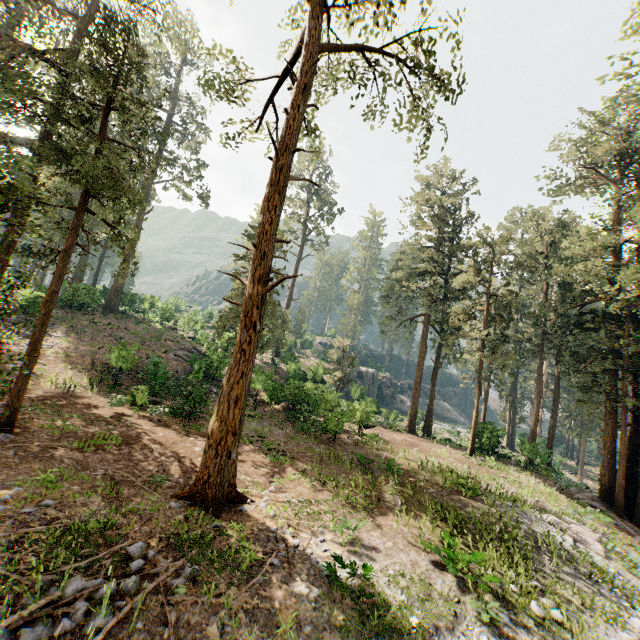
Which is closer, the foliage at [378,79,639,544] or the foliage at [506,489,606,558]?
the foliage at [506,489,606,558]

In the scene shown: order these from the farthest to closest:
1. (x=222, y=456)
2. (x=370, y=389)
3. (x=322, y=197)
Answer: (x=322, y=197)
(x=370, y=389)
(x=222, y=456)

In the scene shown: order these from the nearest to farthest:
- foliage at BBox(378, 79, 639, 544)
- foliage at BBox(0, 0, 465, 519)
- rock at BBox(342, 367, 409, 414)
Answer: foliage at BBox(0, 0, 465, 519) → foliage at BBox(378, 79, 639, 544) → rock at BBox(342, 367, 409, 414)

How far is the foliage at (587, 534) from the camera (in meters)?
12.98

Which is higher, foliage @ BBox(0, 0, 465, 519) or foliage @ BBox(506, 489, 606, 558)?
foliage @ BBox(0, 0, 465, 519)

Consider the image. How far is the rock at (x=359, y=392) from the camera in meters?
36.0 m

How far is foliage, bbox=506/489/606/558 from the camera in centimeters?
1298cm

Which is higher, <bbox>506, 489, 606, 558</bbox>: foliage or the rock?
the rock
